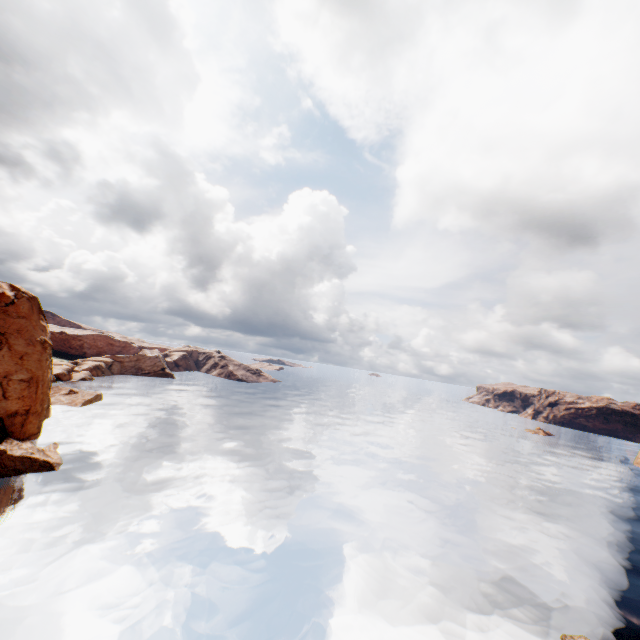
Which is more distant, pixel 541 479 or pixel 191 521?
pixel 541 479
